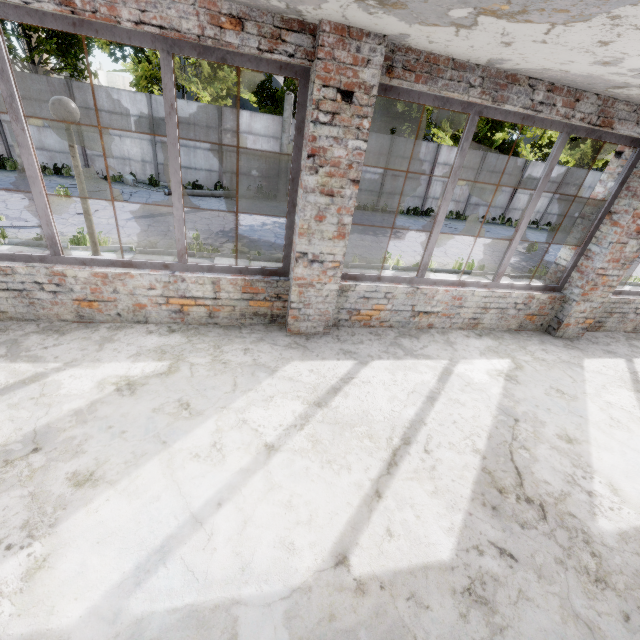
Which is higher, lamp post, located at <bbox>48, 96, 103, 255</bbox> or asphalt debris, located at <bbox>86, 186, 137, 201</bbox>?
lamp post, located at <bbox>48, 96, 103, 255</bbox>

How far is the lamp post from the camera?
4.1m

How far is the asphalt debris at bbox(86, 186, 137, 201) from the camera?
12.65m

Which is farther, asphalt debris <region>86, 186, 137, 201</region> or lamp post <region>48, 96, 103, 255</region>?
asphalt debris <region>86, 186, 137, 201</region>

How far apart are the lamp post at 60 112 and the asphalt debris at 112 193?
9.0m

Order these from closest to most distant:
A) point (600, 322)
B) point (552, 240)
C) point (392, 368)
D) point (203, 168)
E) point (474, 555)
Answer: point (474, 555)
point (392, 368)
point (600, 322)
point (203, 168)
point (552, 240)

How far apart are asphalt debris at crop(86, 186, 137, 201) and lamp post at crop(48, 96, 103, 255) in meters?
9.0

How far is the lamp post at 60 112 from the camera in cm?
405
